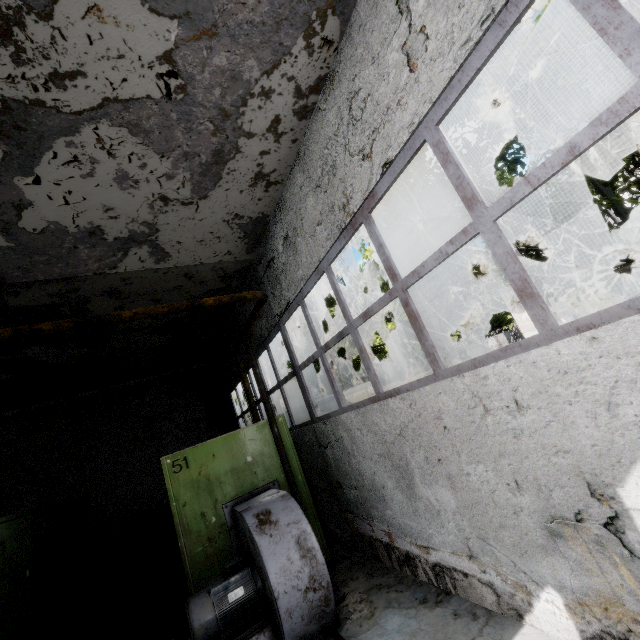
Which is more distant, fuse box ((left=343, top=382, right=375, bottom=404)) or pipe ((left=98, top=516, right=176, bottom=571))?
fuse box ((left=343, top=382, right=375, bottom=404))

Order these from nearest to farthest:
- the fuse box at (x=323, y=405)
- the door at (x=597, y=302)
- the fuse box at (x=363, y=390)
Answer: the fuse box at (x=323, y=405)
the fuse box at (x=363, y=390)
the door at (x=597, y=302)

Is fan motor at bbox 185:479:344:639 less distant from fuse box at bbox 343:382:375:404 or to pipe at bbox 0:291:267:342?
pipe at bbox 0:291:267:342

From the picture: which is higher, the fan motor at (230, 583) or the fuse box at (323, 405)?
the fuse box at (323, 405)

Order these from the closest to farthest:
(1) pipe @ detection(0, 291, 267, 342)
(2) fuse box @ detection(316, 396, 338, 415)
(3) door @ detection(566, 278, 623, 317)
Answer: (1) pipe @ detection(0, 291, 267, 342)
(2) fuse box @ detection(316, 396, 338, 415)
(3) door @ detection(566, 278, 623, 317)

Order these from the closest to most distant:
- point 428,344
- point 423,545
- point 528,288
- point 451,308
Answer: point 528,288, point 428,344, point 423,545, point 451,308

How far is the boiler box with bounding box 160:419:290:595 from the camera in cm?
451

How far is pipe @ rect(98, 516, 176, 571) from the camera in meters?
10.3
